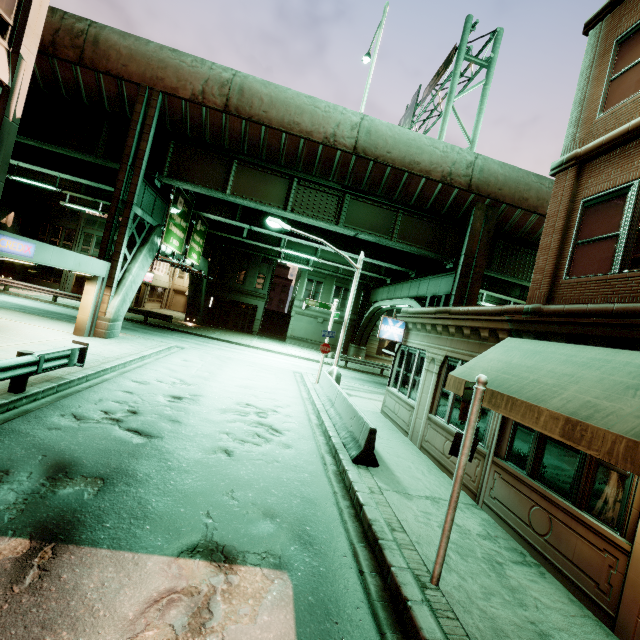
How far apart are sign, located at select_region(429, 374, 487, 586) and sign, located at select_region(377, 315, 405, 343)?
8.9 meters

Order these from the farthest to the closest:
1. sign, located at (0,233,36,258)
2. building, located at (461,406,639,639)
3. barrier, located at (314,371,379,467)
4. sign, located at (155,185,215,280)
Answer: sign, located at (155,185,215,280)
sign, located at (0,233,36,258)
barrier, located at (314,371,379,467)
building, located at (461,406,639,639)

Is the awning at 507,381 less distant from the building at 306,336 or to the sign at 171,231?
the sign at 171,231

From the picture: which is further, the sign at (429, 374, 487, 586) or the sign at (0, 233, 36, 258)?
the sign at (0, 233, 36, 258)

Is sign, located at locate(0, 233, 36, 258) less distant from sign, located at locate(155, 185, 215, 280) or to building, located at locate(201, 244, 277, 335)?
sign, located at locate(155, 185, 215, 280)

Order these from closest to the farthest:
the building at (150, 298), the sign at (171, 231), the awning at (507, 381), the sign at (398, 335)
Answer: the awning at (507, 381), the sign at (398, 335), the sign at (171, 231), the building at (150, 298)

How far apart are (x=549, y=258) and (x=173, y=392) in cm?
1143

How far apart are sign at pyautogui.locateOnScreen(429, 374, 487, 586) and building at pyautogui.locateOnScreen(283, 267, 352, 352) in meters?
33.8
